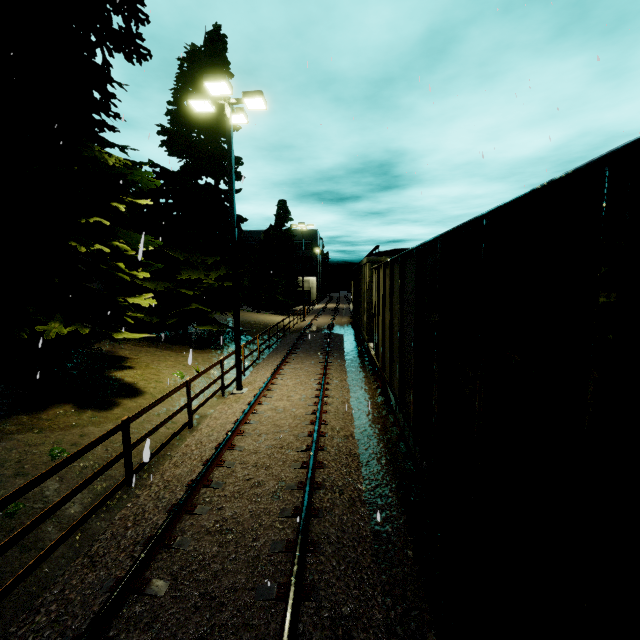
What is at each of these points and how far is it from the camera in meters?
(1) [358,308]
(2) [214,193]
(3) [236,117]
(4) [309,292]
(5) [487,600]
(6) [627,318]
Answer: (1) cargo car, 23.5 m
(2) tree, 18.7 m
(3) light, 11.4 m
(4) building, 59.7 m
(5) flatcar, 2.9 m
(6) coal car, 1.3 m

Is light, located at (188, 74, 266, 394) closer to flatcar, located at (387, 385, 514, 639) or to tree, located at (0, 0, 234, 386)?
tree, located at (0, 0, 234, 386)

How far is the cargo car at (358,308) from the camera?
12.3m

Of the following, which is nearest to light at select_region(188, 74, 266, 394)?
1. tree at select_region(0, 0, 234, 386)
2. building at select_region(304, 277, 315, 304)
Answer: tree at select_region(0, 0, 234, 386)

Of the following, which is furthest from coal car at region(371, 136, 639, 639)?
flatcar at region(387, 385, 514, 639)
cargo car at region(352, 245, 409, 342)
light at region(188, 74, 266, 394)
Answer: light at region(188, 74, 266, 394)

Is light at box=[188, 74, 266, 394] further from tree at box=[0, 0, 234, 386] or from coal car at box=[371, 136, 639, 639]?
coal car at box=[371, 136, 639, 639]

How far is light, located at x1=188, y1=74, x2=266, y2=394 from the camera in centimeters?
974cm

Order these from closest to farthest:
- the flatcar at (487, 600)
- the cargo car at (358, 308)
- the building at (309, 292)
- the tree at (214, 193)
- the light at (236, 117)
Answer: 1. the flatcar at (487, 600)
2. the tree at (214, 193)
3. the light at (236, 117)
4. the cargo car at (358, 308)
5. the building at (309, 292)
